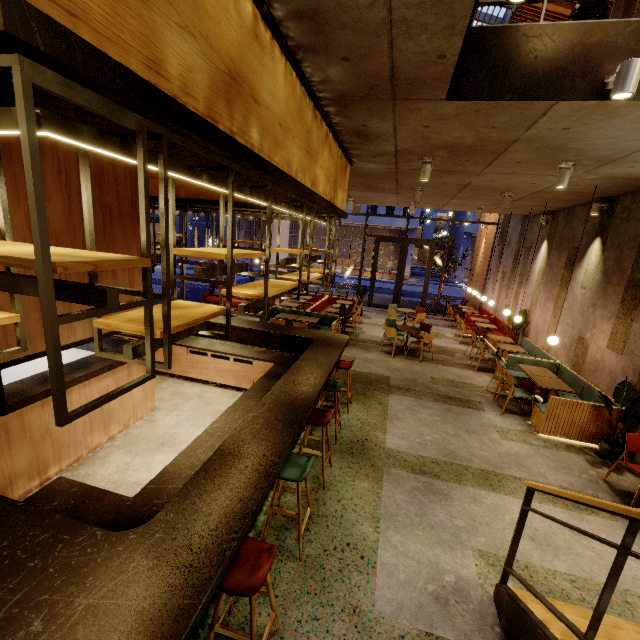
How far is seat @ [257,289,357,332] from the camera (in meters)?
10.26

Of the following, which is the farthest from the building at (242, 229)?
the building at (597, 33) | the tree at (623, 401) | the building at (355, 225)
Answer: the tree at (623, 401)

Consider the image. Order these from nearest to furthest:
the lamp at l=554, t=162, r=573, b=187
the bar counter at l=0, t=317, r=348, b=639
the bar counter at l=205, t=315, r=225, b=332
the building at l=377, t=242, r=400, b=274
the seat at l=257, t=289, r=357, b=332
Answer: the bar counter at l=0, t=317, r=348, b=639 < the lamp at l=554, t=162, r=573, b=187 < the bar counter at l=205, t=315, r=225, b=332 < the seat at l=257, t=289, r=357, b=332 < the building at l=377, t=242, r=400, b=274

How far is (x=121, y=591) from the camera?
1.8m

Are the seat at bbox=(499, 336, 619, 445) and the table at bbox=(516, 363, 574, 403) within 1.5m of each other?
yes

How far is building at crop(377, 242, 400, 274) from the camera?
41.5 meters

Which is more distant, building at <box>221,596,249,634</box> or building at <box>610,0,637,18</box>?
building at <box>610,0,637,18</box>

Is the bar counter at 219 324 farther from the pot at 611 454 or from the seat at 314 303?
the pot at 611 454
